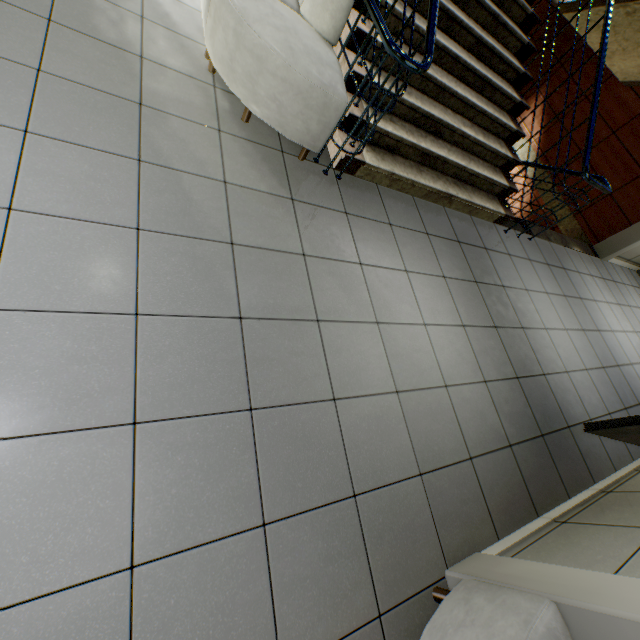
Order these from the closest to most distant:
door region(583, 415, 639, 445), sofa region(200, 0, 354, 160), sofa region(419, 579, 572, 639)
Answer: sofa region(419, 579, 572, 639)
sofa region(200, 0, 354, 160)
door region(583, 415, 639, 445)

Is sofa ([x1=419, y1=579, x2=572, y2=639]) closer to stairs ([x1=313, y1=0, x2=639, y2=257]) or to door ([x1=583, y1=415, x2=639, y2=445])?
door ([x1=583, y1=415, x2=639, y2=445])

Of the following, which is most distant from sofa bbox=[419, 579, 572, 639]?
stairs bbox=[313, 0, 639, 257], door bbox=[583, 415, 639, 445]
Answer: stairs bbox=[313, 0, 639, 257]

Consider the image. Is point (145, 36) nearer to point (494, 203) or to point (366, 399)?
point (366, 399)

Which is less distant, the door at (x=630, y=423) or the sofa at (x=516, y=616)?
the sofa at (x=516, y=616)

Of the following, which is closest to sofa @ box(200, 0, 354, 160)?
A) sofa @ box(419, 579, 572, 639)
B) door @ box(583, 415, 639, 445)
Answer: sofa @ box(419, 579, 572, 639)

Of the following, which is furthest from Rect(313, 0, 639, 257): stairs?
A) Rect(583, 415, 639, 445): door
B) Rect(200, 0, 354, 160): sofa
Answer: Rect(583, 415, 639, 445): door

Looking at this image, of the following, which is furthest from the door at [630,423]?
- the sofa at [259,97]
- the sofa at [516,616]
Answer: the sofa at [259,97]
